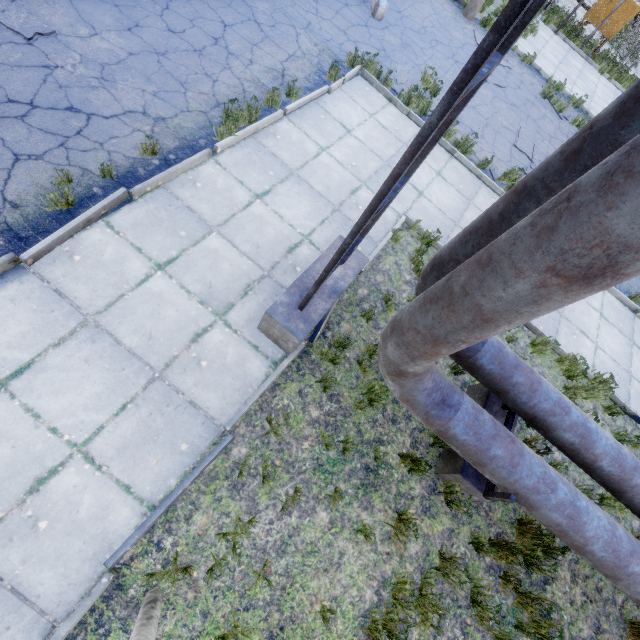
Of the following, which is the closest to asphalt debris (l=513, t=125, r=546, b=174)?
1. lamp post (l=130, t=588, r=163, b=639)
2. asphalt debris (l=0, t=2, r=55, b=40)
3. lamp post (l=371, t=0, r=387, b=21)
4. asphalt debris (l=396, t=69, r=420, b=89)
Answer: asphalt debris (l=396, t=69, r=420, b=89)

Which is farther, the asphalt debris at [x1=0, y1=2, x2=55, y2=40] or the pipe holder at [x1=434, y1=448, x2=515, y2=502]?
the asphalt debris at [x1=0, y1=2, x2=55, y2=40]

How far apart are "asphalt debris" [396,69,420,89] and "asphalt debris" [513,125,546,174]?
3.10m

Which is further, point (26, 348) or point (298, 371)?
point (298, 371)

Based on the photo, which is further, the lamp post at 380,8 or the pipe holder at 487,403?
the lamp post at 380,8

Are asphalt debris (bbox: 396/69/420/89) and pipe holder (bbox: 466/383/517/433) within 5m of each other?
no

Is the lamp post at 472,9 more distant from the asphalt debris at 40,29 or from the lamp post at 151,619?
the lamp post at 151,619

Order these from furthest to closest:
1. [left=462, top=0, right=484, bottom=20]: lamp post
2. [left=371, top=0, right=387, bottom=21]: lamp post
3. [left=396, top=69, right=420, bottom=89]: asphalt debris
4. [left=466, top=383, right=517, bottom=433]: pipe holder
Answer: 1. [left=462, top=0, right=484, bottom=20]: lamp post
2. [left=371, top=0, right=387, bottom=21]: lamp post
3. [left=396, top=69, right=420, bottom=89]: asphalt debris
4. [left=466, top=383, right=517, bottom=433]: pipe holder
